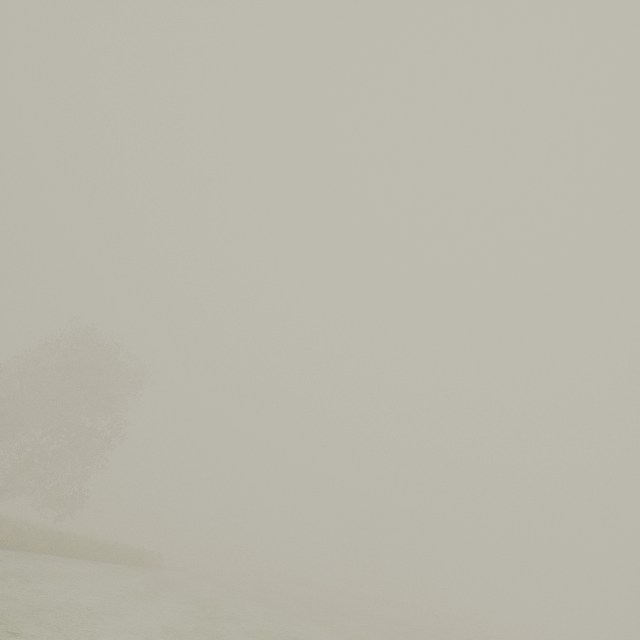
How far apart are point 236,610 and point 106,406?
20.80m
